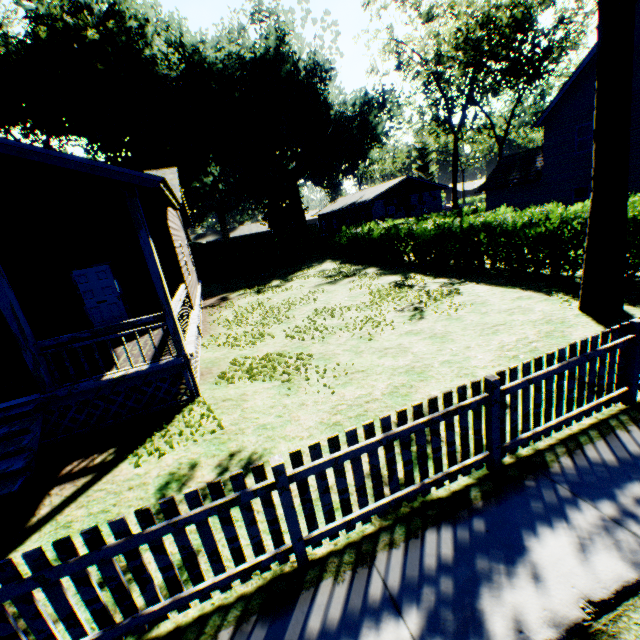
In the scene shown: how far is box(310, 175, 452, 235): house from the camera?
39.1m

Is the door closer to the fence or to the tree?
the fence

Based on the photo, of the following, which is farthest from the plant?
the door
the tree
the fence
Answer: the fence

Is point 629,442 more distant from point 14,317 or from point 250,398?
point 14,317

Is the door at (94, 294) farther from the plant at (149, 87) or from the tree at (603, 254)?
the plant at (149, 87)

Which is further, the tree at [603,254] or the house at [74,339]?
the tree at [603,254]

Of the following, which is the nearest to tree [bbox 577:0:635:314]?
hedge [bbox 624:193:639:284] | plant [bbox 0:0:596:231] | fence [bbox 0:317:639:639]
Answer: hedge [bbox 624:193:639:284]

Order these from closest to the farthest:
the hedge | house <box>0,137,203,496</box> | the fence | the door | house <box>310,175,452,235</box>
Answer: the fence, house <box>0,137,203,496</box>, the hedge, the door, house <box>310,175,452,235</box>
